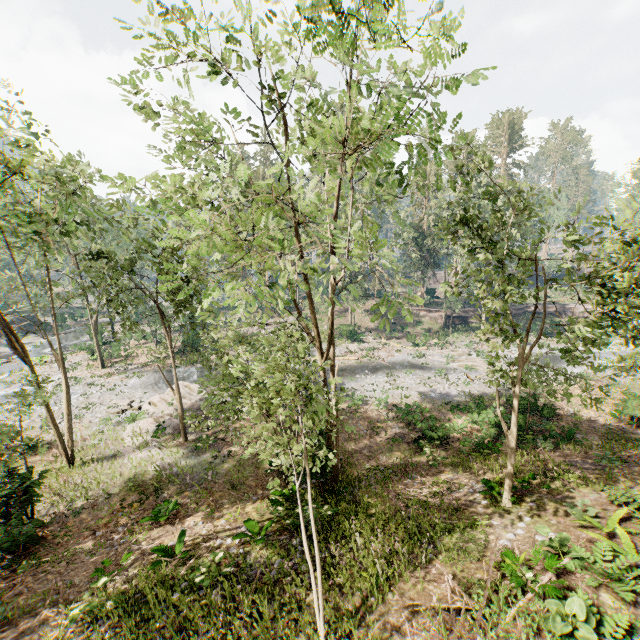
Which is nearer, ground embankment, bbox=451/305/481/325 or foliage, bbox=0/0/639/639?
foliage, bbox=0/0/639/639

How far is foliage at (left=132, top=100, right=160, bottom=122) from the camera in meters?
12.3 m

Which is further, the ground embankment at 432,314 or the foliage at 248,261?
the ground embankment at 432,314

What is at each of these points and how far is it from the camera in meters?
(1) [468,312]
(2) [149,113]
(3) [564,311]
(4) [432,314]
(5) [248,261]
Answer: (1) ground embankment, 47.6
(2) foliage, 12.6
(3) ground embankment, 48.2
(4) ground embankment, 47.8
(5) foliage, 7.5

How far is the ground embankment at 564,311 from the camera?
47.58m

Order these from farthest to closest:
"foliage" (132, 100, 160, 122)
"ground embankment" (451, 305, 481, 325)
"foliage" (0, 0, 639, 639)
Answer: "ground embankment" (451, 305, 481, 325)
"foliage" (132, 100, 160, 122)
"foliage" (0, 0, 639, 639)

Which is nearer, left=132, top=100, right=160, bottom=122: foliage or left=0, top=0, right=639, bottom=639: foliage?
left=0, top=0, right=639, bottom=639: foliage
